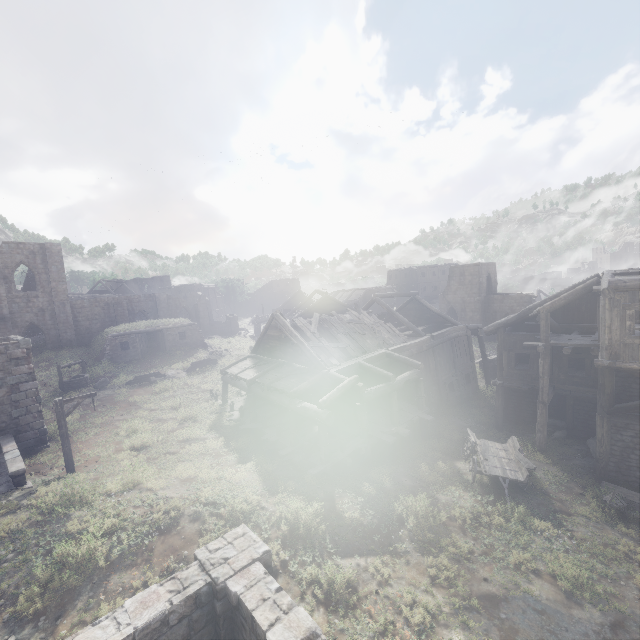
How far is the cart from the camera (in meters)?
12.78

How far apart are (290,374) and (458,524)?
10.44m

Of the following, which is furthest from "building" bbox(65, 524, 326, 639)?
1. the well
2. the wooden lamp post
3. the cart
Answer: the well

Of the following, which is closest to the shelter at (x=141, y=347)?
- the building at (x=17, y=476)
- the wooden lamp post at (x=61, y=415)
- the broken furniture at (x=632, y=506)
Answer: the building at (x=17, y=476)

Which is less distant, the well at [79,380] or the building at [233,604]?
the building at [233,604]

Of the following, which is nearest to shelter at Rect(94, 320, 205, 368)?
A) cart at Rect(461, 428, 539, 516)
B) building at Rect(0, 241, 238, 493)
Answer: building at Rect(0, 241, 238, 493)

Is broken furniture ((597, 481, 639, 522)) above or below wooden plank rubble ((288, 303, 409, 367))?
below

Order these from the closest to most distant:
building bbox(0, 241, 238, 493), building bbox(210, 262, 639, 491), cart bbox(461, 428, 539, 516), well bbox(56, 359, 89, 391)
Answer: cart bbox(461, 428, 539, 516) → building bbox(210, 262, 639, 491) → building bbox(0, 241, 238, 493) → well bbox(56, 359, 89, 391)
